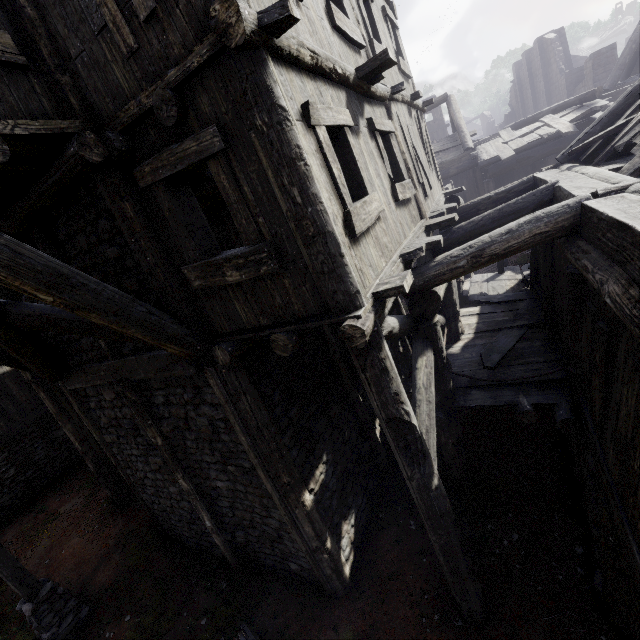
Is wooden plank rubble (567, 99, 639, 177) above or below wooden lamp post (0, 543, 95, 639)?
above

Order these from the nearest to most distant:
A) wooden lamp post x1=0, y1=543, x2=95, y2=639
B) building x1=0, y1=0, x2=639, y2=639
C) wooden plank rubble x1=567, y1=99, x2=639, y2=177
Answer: building x1=0, y1=0, x2=639, y2=639 < wooden plank rubble x1=567, y1=99, x2=639, y2=177 < wooden lamp post x1=0, y1=543, x2=95, y2=639

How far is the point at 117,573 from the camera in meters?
7.9 m

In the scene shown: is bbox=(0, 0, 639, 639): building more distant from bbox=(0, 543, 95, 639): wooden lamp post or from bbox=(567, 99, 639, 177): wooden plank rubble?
bbox=(0, 543, 95, 639): wooden lamp post

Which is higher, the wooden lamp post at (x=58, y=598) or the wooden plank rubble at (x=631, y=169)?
the wooden plank rubble at (x=631, y=169)

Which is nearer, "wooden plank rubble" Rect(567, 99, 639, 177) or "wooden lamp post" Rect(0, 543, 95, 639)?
"wooden plank rubble" Rect(567, 99, 639, 177)

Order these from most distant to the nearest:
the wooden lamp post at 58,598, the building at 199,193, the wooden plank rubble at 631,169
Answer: the wooden lamp post at 58,598
the wooden plank rubble at 631,169
the building at 199,193
